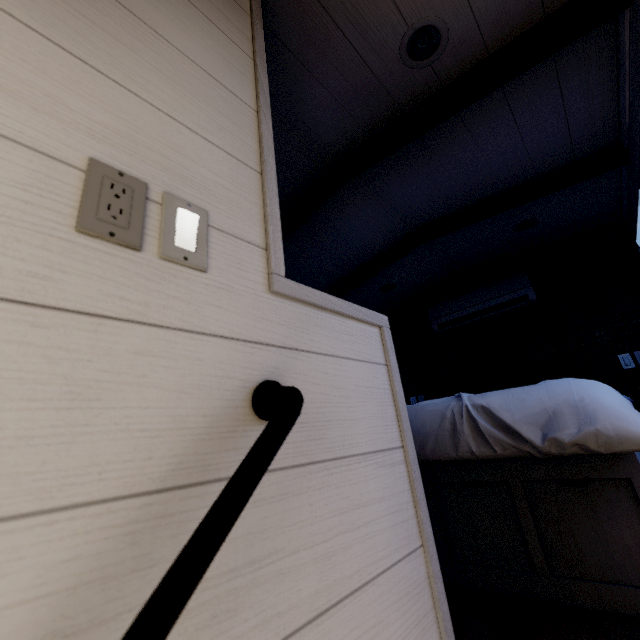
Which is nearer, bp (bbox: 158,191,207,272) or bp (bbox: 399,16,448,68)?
bp (bbox: 158,191,207,272)

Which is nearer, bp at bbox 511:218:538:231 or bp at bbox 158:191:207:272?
bp at bbox 158:191:207:272

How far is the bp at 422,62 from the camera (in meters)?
1.37

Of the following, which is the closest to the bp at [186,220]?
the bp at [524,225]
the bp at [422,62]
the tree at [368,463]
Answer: the tree at [368,463]

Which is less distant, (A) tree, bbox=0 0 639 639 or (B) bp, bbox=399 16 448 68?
(A) tree, bbox=0 0 639 639

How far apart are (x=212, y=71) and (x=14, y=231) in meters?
0.6 m

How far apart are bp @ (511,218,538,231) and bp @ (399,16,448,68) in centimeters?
187cm

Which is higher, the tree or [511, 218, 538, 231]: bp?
[511, 218, 538, 231]: bp
